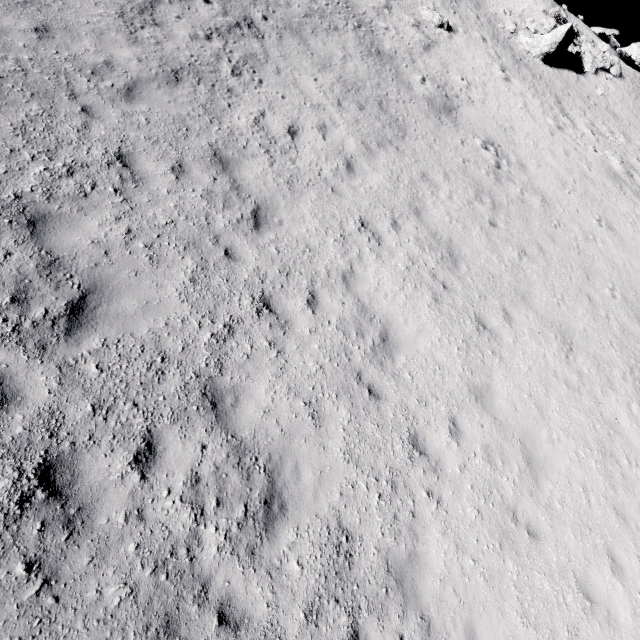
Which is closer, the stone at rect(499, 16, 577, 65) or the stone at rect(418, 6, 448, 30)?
the stone at rect(418, 6, 448, 30)

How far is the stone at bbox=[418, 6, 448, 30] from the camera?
19.56m

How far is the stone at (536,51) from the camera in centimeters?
2280cm

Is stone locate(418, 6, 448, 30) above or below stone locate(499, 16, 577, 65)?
below

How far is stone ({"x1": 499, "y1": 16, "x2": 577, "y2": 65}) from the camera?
22.8 meters

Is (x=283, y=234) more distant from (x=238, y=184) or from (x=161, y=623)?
(x=161, y=623)

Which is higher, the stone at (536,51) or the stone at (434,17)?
the stone at (536,51)
